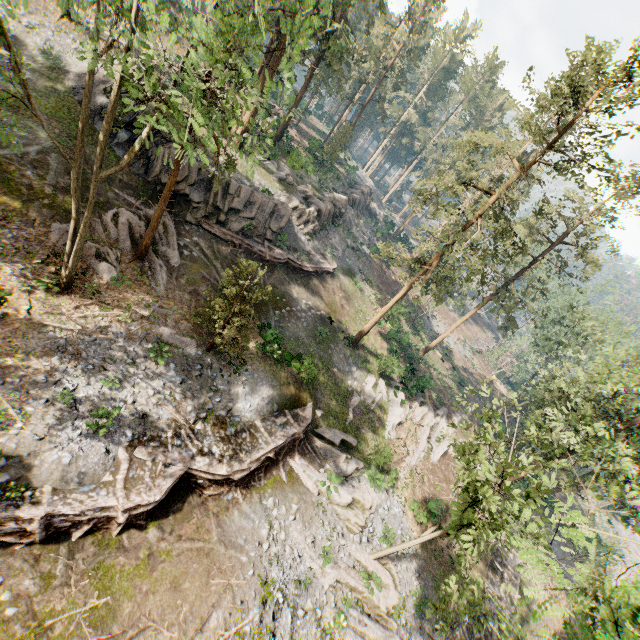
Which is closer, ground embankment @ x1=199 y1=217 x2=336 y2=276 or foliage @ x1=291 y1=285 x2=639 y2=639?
foliage @ x1=291 y1=285 x2=639 y2=639

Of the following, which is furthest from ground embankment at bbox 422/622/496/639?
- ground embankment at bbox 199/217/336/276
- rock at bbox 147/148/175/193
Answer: rock at bbox 147/148/175/193

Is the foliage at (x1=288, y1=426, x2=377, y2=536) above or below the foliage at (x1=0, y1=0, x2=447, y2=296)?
below

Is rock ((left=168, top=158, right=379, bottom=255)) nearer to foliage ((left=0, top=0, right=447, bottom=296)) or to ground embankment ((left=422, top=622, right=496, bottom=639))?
foliage ((left=0, top=0, right=447, bottom=296))

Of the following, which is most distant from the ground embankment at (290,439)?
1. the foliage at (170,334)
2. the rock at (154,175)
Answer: the rock at (154,175)

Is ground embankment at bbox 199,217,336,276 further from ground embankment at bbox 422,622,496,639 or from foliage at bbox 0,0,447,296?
ground embankment at bbox 422,622,496,639

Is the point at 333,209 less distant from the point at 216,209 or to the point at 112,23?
the point at 216,209

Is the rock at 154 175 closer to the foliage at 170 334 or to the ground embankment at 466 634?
the foliage at 170 334
